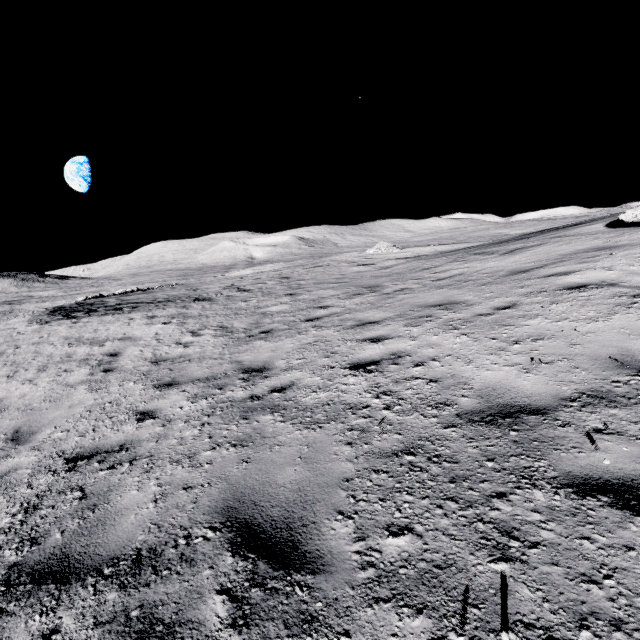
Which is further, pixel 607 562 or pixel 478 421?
pixel 478 421
